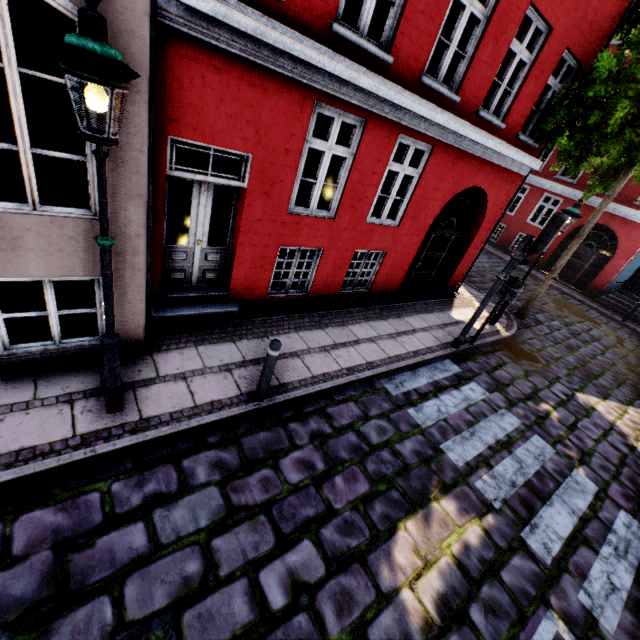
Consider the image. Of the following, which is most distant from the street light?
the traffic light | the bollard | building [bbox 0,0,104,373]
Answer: the traffic light

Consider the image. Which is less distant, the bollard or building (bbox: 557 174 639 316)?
the bollard

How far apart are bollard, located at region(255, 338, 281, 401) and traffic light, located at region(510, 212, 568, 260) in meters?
5.4

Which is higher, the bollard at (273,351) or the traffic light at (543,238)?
the traffic light at (543,238)

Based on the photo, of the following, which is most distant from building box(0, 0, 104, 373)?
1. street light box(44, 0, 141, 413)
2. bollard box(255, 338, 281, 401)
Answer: bollard box(255, 338, 281, 401)

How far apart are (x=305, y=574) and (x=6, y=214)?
4.64m

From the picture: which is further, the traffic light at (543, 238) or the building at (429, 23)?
the traffic light at (543, 238)

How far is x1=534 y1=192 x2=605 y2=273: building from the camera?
16.9m
